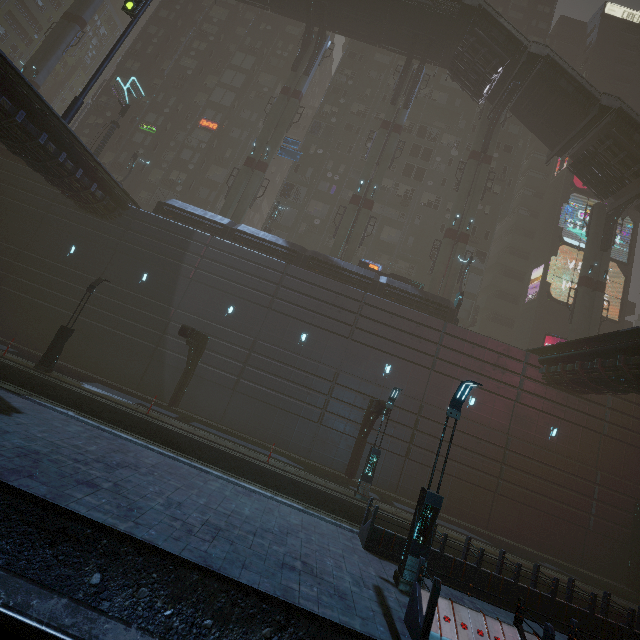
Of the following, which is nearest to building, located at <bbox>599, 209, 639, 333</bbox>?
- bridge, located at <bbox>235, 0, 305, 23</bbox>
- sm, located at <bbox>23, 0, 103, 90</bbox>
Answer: sm, located at <bbox>23, 0, 103, 90</bbox>

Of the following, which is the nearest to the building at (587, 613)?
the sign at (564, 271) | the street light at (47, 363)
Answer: the sign at (564, 271)

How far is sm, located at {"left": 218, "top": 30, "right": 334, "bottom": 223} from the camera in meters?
29.2

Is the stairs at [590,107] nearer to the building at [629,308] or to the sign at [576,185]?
the building at [629,308]

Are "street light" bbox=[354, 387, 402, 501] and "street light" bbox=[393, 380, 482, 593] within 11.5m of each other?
yes

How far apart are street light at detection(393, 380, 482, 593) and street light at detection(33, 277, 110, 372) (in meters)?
18.21

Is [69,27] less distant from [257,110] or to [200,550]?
[257,110]

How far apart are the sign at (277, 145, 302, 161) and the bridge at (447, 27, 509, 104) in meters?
15.5
